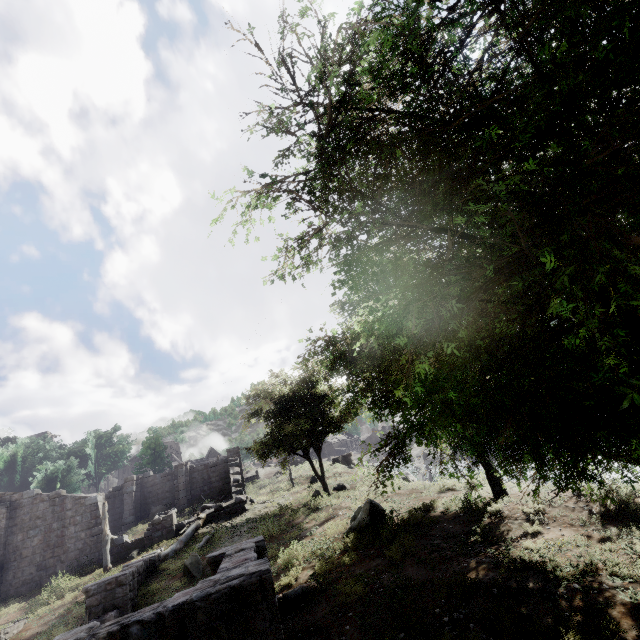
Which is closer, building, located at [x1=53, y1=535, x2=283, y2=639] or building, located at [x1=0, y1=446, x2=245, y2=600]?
building, located at [x1=53, y1=535, x2=283, y2=639]

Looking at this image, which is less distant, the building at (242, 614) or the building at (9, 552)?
the building at (242, 614)

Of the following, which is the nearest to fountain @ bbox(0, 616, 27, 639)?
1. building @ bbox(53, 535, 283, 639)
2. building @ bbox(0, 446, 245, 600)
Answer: building @ bbox(0, 446, 245, 600)

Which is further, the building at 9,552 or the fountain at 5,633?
the building at 9,552

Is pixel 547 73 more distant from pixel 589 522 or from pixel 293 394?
pixel 293 394

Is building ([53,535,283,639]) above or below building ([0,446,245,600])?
below

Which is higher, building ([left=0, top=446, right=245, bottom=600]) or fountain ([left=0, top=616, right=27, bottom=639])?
building ([left=0, top=446, right=245, bottom=600])

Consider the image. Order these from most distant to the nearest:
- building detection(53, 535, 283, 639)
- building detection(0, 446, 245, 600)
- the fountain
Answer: building detection(0, 446, 245, 600), the fountain, building detection(53, 535, 283, 639)
